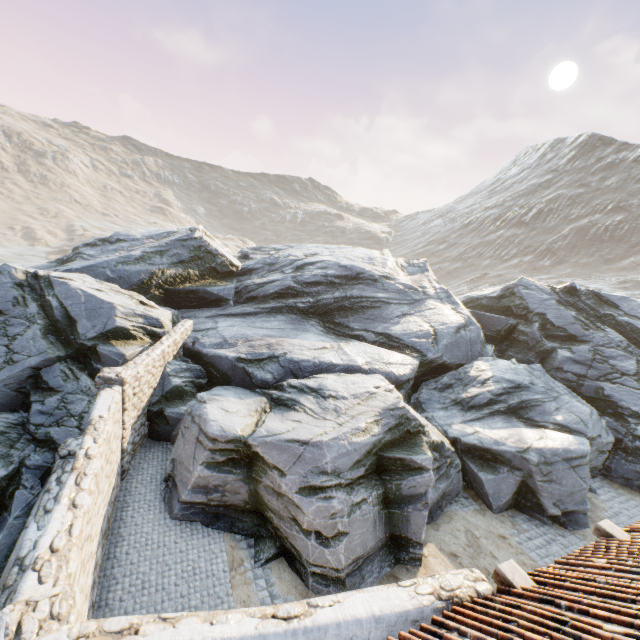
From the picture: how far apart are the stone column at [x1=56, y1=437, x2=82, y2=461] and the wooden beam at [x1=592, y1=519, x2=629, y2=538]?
11.8m

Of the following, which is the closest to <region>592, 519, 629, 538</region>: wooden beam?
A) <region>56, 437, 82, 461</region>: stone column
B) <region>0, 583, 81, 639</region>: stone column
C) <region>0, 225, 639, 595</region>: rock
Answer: <region>0, 225, 639, 595</region>: rock

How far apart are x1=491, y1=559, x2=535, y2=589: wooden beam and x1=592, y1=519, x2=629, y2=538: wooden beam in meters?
2.6

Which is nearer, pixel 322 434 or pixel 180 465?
pixel 322 434

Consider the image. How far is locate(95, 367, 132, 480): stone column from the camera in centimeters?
823cm

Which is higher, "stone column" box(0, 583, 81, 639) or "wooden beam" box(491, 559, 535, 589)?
"stone column" box(0, 583, 81, 639)

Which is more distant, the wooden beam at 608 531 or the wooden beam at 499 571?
the wooden beam at 608 531

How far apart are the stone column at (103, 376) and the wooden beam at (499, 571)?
8.8 meters
